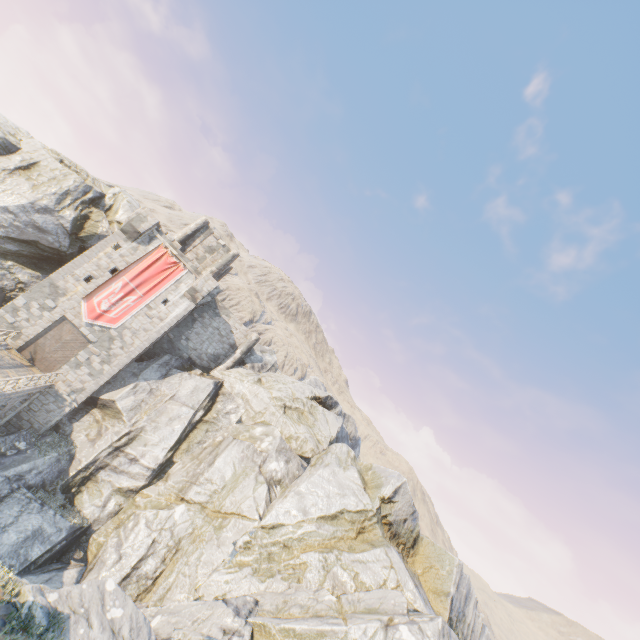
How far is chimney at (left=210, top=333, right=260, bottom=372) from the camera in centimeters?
3209cm

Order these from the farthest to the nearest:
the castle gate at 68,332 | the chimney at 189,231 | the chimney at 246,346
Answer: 1. the chimney at 189,231
2. the chimney at 246,346
3. the castle gate at 68,332

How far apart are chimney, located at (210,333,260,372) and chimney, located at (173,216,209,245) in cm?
1191

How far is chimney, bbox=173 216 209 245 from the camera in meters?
34.0

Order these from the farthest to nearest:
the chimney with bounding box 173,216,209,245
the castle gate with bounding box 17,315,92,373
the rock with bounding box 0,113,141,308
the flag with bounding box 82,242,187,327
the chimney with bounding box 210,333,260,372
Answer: the chimney with bounding box 173,216,209,245, the chimney with bounding box 210,333,260,372, the flag with bounding box 82,242,187,327, the rock with bounding box 0,113,141,308, the castle gate with bounding box 17,315,92,373

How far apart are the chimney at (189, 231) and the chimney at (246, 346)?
11.9 meters

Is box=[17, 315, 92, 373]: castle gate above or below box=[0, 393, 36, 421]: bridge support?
above

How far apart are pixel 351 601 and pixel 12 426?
26.3m
